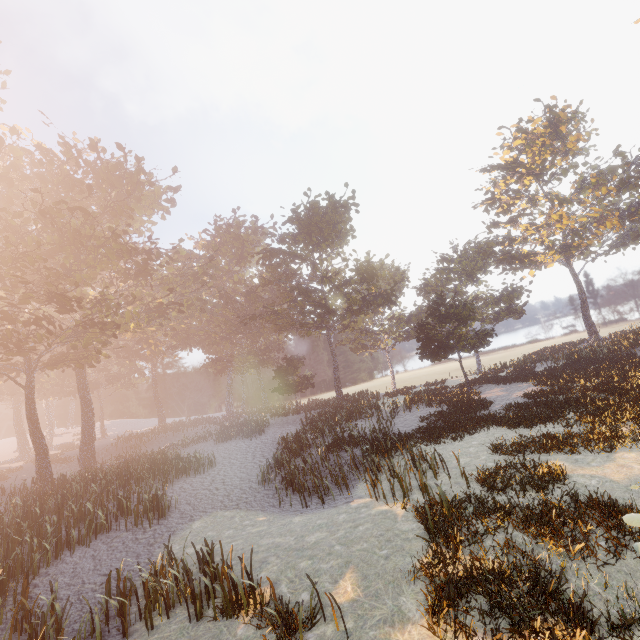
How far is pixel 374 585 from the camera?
7.54m
